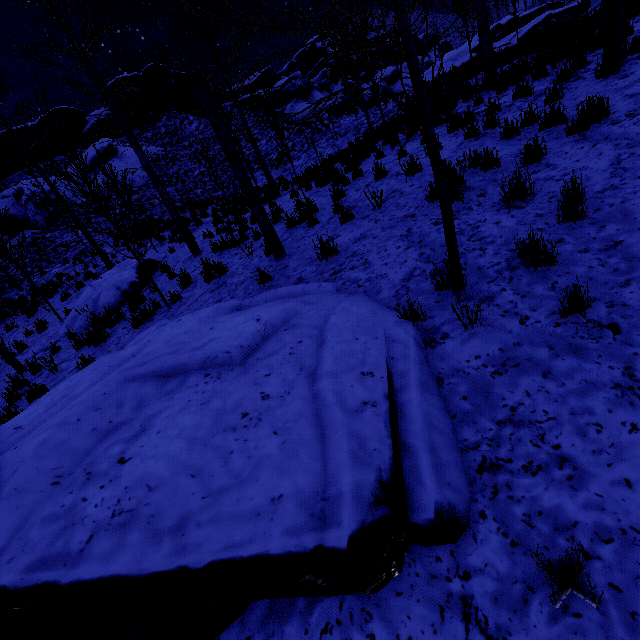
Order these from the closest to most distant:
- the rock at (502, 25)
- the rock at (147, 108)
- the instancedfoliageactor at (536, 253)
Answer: the instancedfoliageactor at (536, 253) → the rock at (502, 25) → the rock at (147, 108)

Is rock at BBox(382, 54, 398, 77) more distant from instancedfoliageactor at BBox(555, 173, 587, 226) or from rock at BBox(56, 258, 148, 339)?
instancedfoliageactor at BBox(555, 173, 587, 226)

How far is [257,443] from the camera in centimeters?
229cm

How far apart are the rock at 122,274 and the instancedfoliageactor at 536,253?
8.5 meters

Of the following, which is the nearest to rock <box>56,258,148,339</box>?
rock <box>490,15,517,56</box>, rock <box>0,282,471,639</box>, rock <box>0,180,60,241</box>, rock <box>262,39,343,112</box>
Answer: rock <box>0,282,471,639</box>

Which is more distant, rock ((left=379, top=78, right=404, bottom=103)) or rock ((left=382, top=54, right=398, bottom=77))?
rock ((left=382, top=54, right=398, bottom=77))

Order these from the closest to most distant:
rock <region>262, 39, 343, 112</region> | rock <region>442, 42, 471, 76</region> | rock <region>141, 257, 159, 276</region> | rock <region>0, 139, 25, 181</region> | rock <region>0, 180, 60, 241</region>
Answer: rock <region>141, 257, 159, 276</region>
rock <region>442, 42, 471, 76</region>
rock <region>0, 180, 60, 241</region>
rock <region>0, 139, 25, 181</region>
rock <region>262, 39, 343, 112</region>
